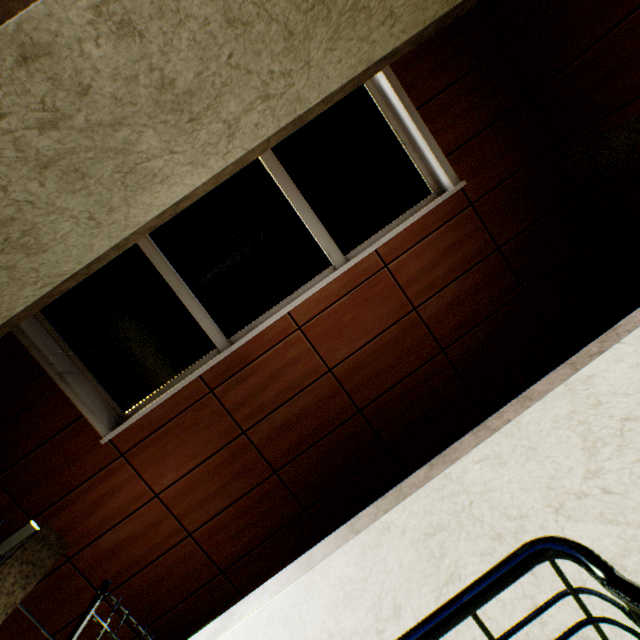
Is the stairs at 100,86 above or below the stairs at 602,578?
above

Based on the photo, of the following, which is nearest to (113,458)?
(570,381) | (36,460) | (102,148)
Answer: (36,460)

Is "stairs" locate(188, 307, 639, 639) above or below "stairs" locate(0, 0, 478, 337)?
below
